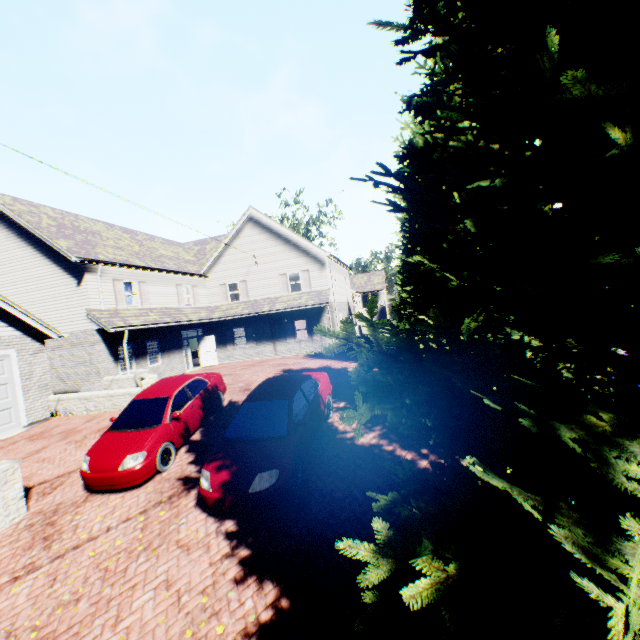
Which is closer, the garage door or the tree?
the tree

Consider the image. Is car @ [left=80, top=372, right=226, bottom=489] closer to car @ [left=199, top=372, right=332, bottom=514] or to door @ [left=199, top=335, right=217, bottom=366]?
car @ [left=199, top=372, right=332, bottom=514]

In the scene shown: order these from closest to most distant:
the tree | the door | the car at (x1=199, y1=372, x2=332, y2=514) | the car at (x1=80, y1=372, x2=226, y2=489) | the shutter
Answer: the tree
the car at (x1=199, y1=372, x2=332, y2=514)
the car at (x1=80, y1=372, x2=226, y2=489)
the shutter
the door

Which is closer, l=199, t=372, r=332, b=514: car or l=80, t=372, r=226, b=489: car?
l=199, t=372, r=332, b=514: car

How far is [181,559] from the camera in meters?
5.5 m

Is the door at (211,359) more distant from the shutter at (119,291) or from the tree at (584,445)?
the tree at (584,445)

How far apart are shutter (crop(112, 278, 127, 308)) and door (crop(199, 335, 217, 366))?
6.52m

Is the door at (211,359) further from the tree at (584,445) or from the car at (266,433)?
the car at (266,433)
